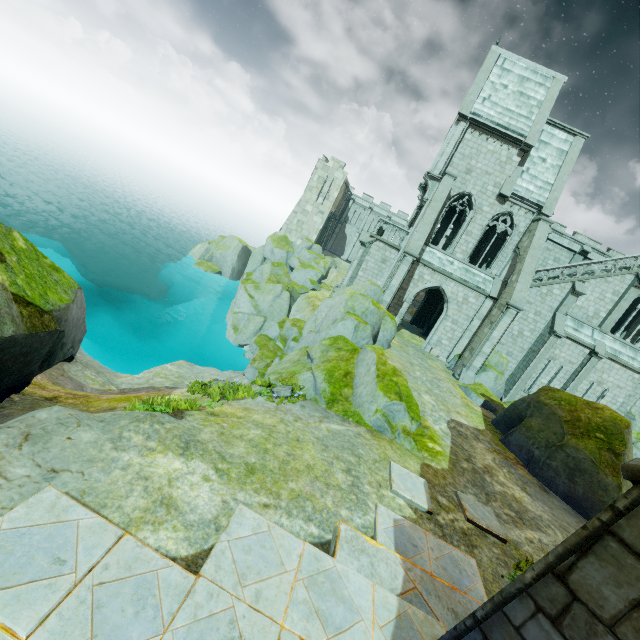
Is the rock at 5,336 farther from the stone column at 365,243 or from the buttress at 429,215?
the stone column at 365,243

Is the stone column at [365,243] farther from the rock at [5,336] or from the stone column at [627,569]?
the stone column at [627,569]

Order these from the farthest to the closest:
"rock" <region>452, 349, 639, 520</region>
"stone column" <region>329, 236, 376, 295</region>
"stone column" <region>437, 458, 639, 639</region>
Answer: "stone column" <region>329, 236, 376, 295</region>
"rock" <region>452, 349, 639, 520</region>
"stone column" <region>437, 458, 639, 639</region>

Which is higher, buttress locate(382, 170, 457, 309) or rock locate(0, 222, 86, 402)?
buttress locate(382, 170, 457, 309)

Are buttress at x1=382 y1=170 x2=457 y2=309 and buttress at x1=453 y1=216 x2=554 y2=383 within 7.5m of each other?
yes

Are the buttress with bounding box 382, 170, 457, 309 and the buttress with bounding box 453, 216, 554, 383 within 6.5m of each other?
yes

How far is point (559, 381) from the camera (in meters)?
23.89

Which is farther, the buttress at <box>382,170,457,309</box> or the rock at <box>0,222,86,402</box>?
the buttress at <box>382,170,457,309</box>
